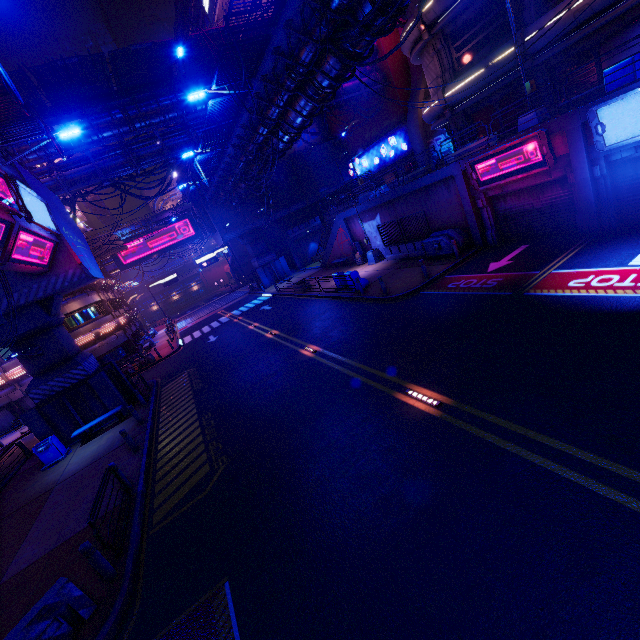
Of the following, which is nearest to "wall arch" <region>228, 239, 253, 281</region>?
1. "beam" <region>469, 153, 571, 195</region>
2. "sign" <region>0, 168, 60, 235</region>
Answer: "sign" <region>0, 168, 60, 235</region>

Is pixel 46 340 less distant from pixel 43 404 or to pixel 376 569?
pixel 43 404

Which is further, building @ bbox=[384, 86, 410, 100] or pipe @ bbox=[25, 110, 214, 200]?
building @ bbox=[384, 86, 410, 100]

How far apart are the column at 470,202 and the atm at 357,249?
10.6m

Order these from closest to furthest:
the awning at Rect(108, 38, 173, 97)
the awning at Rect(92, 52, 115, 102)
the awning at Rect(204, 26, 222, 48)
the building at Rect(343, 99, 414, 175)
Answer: the awning at Rect(92, 52, 115, 102)
the awning at Rect(108, 38, 173, 97)
the awning at Rect(204, 26, 222, 48)
the building at Rect(343, 99, 414, 175)

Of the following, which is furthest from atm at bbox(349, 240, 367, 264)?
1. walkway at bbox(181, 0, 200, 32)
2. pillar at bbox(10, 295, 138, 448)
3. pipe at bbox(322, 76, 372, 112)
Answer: walkway at bbox(181, 0, 200, 32)

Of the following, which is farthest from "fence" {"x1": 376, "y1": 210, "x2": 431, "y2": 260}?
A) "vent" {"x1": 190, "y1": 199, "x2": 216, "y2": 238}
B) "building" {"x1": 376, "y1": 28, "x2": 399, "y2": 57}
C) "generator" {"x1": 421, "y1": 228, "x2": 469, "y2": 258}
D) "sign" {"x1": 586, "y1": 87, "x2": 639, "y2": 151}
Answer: "vent" {"x1": 190, "y1": 199, "x2": 216, "y2": 238}

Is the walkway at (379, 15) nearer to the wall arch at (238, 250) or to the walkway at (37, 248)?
the wall arch at (238, 250)
